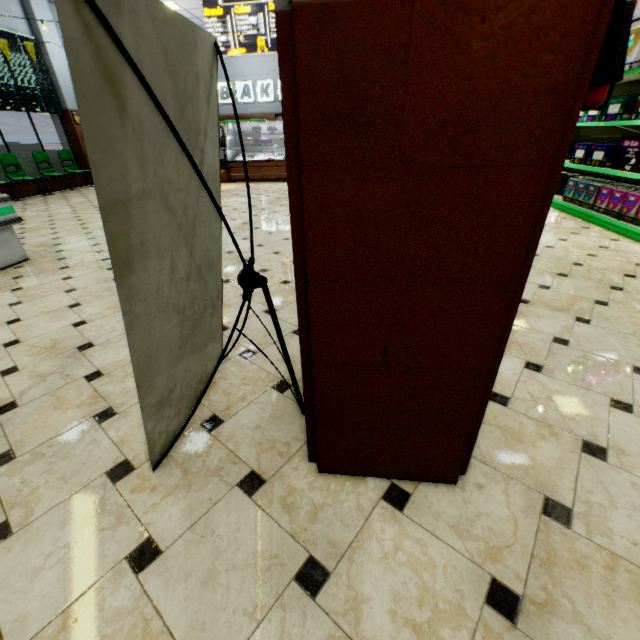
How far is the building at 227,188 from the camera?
4.6m

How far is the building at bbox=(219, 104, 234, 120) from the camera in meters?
14.2 m

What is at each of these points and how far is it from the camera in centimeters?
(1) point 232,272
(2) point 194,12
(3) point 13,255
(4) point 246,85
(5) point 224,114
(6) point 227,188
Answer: (1) building, 361cm
(2) building, 1087cm
(3) meat refrigerator, 403cm
(4) sign, 1368cm
(5) building, 1436cm
(6) building, 949cm

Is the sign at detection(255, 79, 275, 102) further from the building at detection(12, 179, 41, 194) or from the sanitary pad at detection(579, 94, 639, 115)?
the sanitary pad at detection(579, 94, 639, 115)

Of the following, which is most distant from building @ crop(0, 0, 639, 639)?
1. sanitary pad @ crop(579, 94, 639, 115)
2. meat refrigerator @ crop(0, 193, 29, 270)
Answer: sanitary pad @ crop(579, 94, 639, 115)

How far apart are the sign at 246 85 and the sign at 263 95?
0.11m

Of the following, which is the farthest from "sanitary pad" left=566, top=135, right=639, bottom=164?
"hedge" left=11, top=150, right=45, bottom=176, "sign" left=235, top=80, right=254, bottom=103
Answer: "hedge" left=11, top=150, right=45, bottom=176

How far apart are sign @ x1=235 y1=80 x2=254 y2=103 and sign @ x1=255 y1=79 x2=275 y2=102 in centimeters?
11cm
